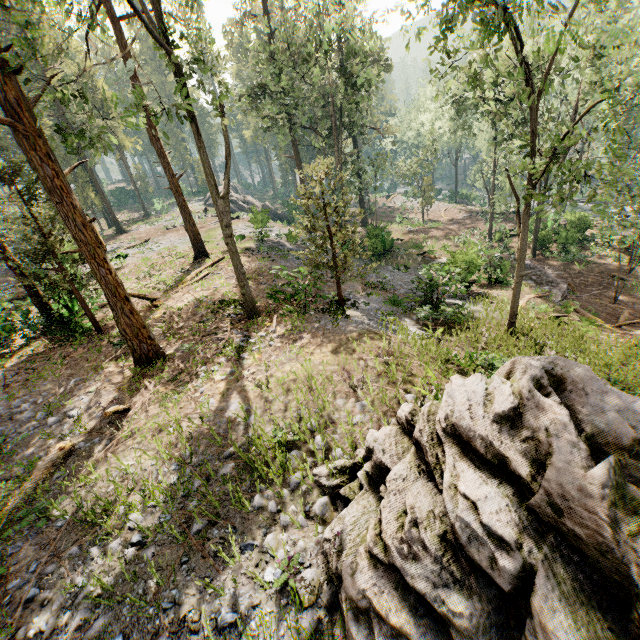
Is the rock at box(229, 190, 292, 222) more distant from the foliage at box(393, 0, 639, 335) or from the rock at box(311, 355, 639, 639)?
the rock at box(311, 355, 639, 639)

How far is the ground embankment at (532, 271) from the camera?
21.59m

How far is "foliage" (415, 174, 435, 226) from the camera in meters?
38.5 m

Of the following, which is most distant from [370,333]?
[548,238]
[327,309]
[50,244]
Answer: [548,238]

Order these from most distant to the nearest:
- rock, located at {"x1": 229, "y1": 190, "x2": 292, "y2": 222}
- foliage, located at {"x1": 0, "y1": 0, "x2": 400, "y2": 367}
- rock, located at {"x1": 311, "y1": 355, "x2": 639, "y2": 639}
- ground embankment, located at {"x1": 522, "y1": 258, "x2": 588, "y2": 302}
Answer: rock, located at {"x1": 229, "y1": 190, "x2": 292, "y2": 222} → ground embankment, located at {"x1": 522, "y1": 258, "x2": 588, "y2": 302} → foliage, located at {"x1": 0, "y1": 0, "x2": 400, "y2": 367} → rock, located at {"x1": 311, "y1": 355, "x2": 639, "y2": 639}

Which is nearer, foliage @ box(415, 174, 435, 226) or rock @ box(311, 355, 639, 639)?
rock @ box(311, 355, 639, 639)

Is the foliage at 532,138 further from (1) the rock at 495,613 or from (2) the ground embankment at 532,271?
(2) the ground embankment at 532,271

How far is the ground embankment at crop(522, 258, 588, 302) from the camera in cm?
2159
